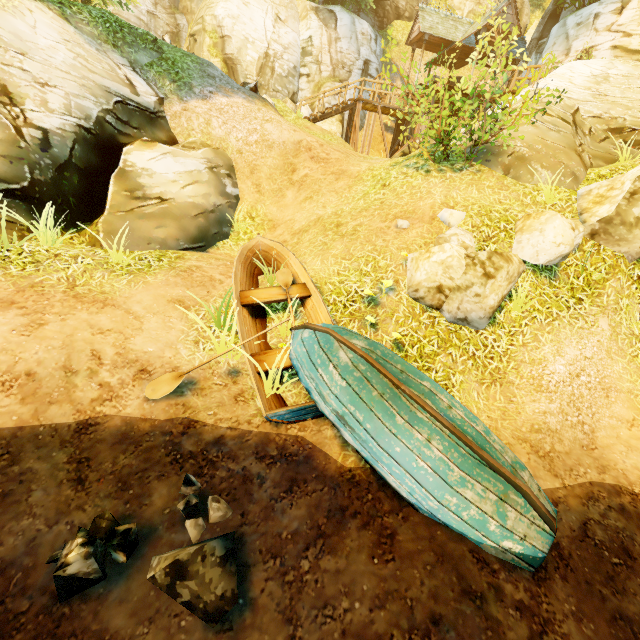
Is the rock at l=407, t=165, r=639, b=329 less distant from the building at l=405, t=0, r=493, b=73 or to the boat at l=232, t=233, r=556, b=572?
the boat at l=232, t=233, r=556, b=572

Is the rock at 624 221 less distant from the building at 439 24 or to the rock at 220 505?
the rock at 220 505

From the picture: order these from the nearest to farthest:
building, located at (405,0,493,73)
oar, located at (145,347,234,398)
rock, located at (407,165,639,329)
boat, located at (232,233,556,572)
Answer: boat, located at (232,233,556,572) → oar, located at (145,347,234,398) → rock, located at (407,165,639,329) → building, located at (405,0,493,73)

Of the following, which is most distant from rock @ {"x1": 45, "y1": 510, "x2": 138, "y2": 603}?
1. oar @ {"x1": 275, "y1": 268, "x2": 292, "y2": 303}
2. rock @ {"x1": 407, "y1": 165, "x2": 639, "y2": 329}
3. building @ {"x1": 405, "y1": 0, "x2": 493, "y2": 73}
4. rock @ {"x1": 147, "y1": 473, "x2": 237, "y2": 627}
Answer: building @ {"x1": 405, "y1": 0, "x2": 493, "y2": 73}

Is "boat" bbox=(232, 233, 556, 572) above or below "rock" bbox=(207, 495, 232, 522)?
above

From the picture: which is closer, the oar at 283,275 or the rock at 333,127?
the oar at 283,275

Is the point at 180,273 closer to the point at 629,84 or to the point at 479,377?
the point at 479,377

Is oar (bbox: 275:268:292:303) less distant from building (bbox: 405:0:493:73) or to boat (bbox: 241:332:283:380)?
boat (bbox: 241:332:283:380)
